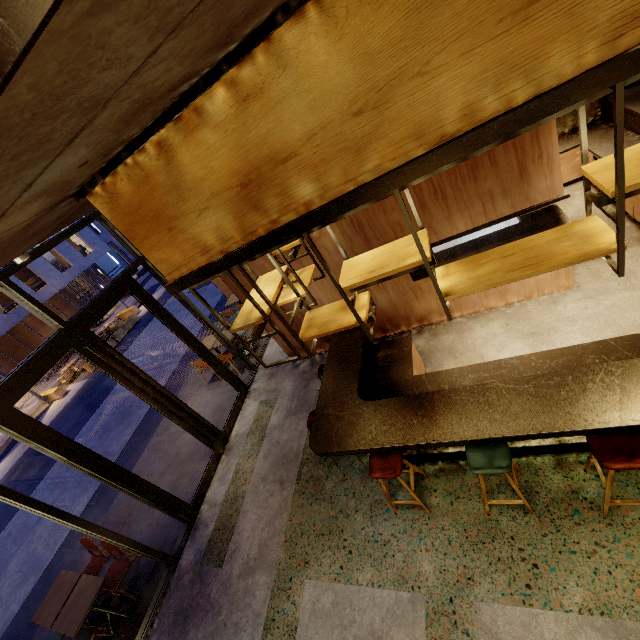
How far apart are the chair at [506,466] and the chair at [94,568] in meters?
5.4

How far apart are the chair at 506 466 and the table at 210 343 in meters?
6.9 m

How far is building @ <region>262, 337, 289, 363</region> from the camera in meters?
7.9

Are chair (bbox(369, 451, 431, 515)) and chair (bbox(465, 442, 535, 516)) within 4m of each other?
yes

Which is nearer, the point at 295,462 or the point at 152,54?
the point at 152,54

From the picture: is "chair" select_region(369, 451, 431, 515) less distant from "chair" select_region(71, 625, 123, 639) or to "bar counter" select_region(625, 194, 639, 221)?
"bar counter" select_region(625, 194, 639, 221)

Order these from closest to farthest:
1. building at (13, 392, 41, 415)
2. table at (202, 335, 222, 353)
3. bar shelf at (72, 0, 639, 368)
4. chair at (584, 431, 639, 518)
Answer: bar shelf at (72, 0, 639, 368)
chair at (584, 431, 639, 518)
table at (202, 335, 222, 353)
building at (13, 392, 41, 415)

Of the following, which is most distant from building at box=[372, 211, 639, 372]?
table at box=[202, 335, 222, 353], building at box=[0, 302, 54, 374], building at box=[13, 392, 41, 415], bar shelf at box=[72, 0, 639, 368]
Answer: building at box=[0, 302, 54, 374]
